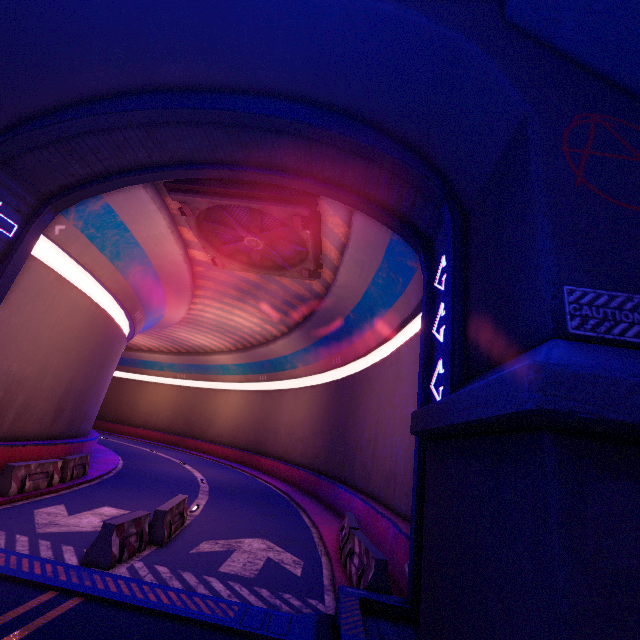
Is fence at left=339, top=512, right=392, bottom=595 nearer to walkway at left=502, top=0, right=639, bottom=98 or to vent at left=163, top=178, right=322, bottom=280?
walkway at left=502, top=0, right=639, bottom=98

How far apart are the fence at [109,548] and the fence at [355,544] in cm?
514

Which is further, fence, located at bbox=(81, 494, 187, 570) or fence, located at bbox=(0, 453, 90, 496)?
fence, located at bbox=(0, 453, 90, 496)

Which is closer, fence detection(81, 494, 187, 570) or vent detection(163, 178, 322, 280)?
fence detection(81, 494, 187, 570)

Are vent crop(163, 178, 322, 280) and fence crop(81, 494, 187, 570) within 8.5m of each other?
no

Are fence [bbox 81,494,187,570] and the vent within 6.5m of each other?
no

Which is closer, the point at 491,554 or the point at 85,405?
the point at 491,554

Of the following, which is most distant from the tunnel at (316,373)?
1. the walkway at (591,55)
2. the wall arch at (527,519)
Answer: the walkway at (591,55)
